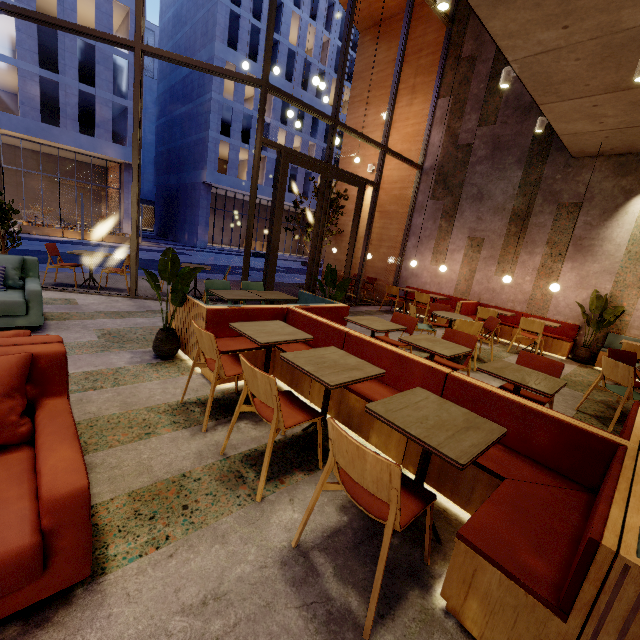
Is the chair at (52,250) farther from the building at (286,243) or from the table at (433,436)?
the building at (286,243)

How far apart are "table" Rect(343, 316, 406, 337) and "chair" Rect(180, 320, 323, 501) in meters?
1.7

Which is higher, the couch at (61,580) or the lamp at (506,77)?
the lamp at (506,77)

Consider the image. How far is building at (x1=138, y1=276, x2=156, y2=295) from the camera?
7.3 meters

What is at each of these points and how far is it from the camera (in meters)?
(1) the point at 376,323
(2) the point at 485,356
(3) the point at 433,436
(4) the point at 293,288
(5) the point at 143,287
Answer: (1) table, 4.41
(2) building, 6.61
(3) table, 1.77
(4) building, 11.72
(5) building, 7.94

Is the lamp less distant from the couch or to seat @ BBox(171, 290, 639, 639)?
seat @ BBox(171, 290, 639, 639)

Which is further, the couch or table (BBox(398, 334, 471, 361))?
table (BBox(398, 334, 471, 361))

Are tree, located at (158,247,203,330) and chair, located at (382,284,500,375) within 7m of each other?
yes
